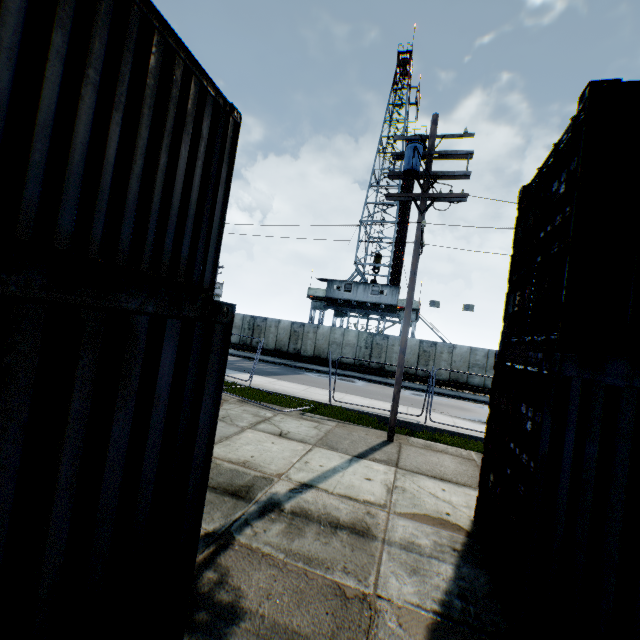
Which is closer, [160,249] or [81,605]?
[81,605]

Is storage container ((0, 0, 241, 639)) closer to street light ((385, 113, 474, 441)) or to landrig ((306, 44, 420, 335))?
street light ((385, 113, 474, 441))

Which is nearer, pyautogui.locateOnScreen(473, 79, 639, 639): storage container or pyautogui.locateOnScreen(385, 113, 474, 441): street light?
pyautogui.locateOnScreen(473, 79, 639, 639): storage container

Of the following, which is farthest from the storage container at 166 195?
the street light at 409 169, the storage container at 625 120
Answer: the street light at 409 169

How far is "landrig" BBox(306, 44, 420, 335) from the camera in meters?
30.5

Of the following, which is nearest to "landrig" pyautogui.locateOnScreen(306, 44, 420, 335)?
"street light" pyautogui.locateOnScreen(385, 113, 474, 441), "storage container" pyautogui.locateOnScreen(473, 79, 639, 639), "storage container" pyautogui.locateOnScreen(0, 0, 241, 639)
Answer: "street light" pyautogui.locateOnScreen(385, 113, 474, 441)

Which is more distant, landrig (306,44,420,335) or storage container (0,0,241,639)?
landrig (306,44,420,335)

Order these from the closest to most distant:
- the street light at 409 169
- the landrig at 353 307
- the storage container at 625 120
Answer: the storage container at 625 120 < the street light at 409 169 < the landrig at 353 307
